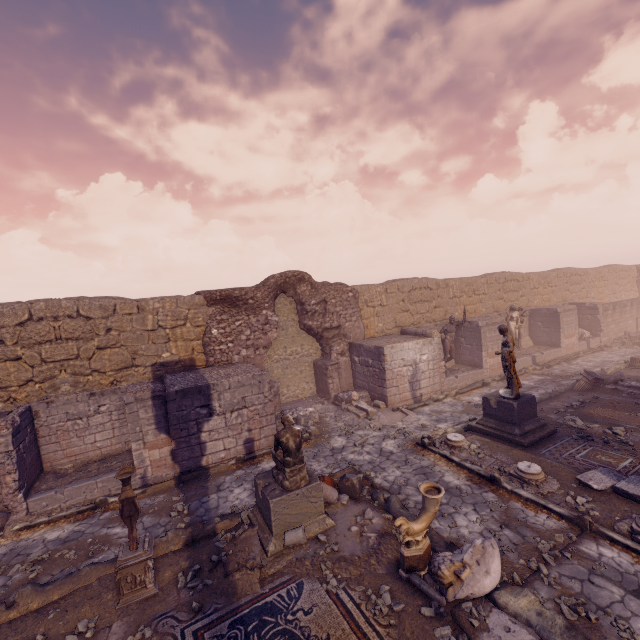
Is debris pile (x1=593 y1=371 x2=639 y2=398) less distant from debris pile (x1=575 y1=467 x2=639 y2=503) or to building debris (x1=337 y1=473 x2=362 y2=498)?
debris pile (x1=575 y1=467 x2=639 y2=503)

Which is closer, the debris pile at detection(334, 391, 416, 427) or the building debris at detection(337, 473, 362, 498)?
the building debris at detection(337, 473, 362, 498)

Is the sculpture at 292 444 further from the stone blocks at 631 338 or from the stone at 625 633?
the stone blocks at 631 338

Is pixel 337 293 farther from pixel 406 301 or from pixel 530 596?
pixel 530 596

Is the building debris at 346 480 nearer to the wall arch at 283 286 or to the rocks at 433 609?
the rocks at 433 609

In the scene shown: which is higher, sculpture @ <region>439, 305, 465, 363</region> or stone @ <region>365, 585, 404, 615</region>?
sculpture @ <region>439, 305, 465, 363</region>

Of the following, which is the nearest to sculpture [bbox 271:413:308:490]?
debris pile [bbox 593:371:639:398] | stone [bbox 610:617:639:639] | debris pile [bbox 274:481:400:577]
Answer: debris pile [bbox 274:481:400:577]

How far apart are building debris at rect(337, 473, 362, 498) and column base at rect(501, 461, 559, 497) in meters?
3.2
